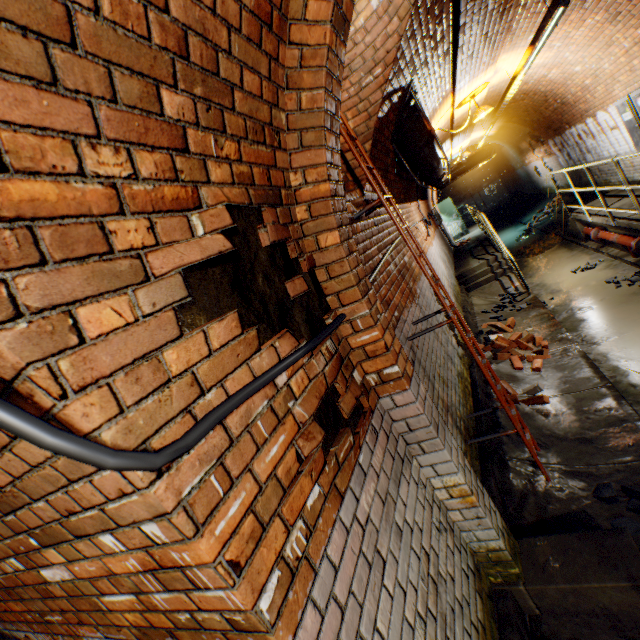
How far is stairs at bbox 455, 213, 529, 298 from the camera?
8.2 meters

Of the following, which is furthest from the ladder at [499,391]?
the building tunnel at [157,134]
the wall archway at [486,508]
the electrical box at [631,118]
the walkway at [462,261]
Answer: the walkway at [462,261]

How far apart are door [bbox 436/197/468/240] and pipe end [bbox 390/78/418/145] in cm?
1296

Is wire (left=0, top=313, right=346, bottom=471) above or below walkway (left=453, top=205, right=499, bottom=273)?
above

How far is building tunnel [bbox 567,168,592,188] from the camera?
10.3m

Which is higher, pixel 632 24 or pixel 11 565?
pixel 632 24

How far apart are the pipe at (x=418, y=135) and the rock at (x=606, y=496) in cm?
431

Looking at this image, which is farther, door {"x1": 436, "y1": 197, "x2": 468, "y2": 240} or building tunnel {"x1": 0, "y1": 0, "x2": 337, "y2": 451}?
door {"x1": 436, "y1": 197, "x2": 468, "y2": 240}
